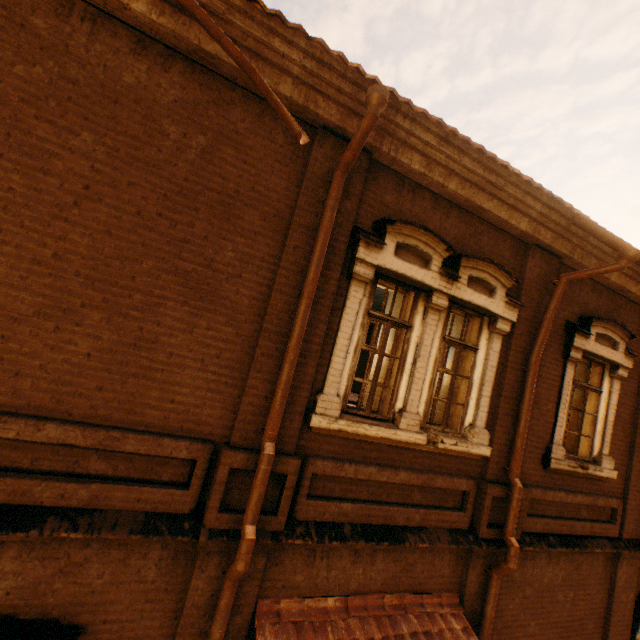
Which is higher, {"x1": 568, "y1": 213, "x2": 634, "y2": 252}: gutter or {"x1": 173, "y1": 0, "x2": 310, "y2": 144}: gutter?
{"x1": 568, "y1": 213, "x2": 634, "y2": 252}: gutter

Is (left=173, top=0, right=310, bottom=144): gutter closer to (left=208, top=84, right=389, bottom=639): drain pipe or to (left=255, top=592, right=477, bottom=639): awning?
(left=208, top=84, right=389, bottom=639): drain pipe

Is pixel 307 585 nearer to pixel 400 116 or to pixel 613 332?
pixel 400 116

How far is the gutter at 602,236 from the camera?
4.8 meters

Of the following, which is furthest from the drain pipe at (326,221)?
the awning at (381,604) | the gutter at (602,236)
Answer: the gutter at (602,236)

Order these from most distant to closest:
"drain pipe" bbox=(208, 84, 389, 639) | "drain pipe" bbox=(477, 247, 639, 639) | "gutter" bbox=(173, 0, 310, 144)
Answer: "drain pipe" bbox=(477, 247, 639, 639)
"drain pipe" bbox=(208, 84, 389, 639)
"gutter" bbox=(173, 0, 310, 144)

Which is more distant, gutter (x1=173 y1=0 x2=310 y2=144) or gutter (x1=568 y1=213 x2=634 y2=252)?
gutter (x1=568 y1=213 x2=634 y2=252)

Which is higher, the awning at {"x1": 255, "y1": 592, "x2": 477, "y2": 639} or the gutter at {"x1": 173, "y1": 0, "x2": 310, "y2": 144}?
the gutter at {"x1": 173, "y1": 0, "x2": 310, "y2": 144}
